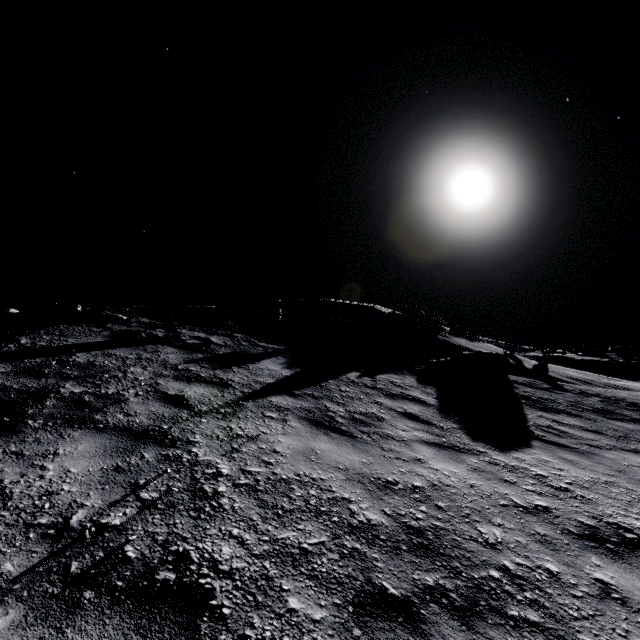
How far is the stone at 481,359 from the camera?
10.6 meters

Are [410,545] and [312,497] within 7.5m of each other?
yes

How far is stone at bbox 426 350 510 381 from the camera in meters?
10.6 m
